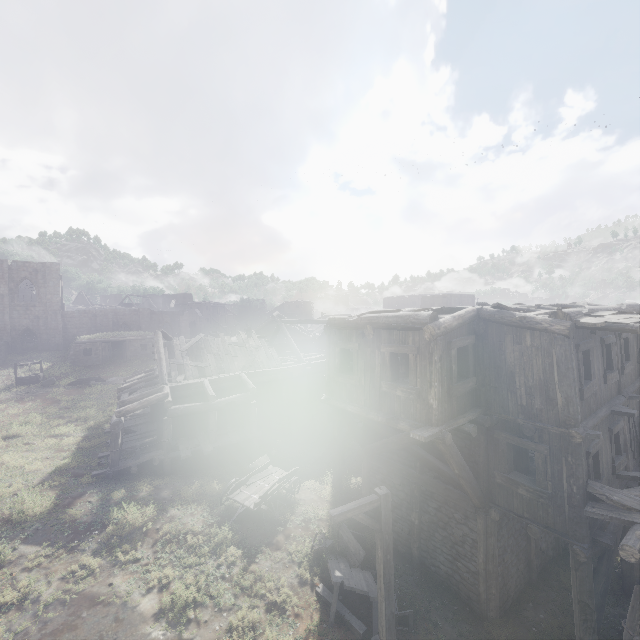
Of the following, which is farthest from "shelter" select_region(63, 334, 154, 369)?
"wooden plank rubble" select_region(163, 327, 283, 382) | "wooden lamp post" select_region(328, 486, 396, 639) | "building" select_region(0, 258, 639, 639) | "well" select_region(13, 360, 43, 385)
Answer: "wooden lamp post" select_region(328, 486, 396, 639)

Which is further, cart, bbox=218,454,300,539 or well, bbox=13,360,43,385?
well, bbox=13,360,43,385

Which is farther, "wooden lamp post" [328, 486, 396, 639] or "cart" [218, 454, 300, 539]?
"cart" [218, 454, 300, 539]

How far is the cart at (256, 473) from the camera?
13.1m

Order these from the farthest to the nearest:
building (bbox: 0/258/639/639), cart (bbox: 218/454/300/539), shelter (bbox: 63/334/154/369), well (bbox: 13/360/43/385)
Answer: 1. shelter (bbox: 63/334/154/369)
2. well (bbox: 13/360/43/385)
3. cart (bbox: 218/454/300/539)
4. building (bbox: 0/258/639/639)

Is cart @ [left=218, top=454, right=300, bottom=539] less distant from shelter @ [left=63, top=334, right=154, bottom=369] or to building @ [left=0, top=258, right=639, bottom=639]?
building @ [left=0, top=258, right=639, bottom=639]

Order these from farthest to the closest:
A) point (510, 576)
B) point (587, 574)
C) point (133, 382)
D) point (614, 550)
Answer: point (133, 382) → point (510, 576) → point (614, 550) → point (587, 574)

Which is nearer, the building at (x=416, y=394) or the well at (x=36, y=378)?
the building at (x=416, y=394)
